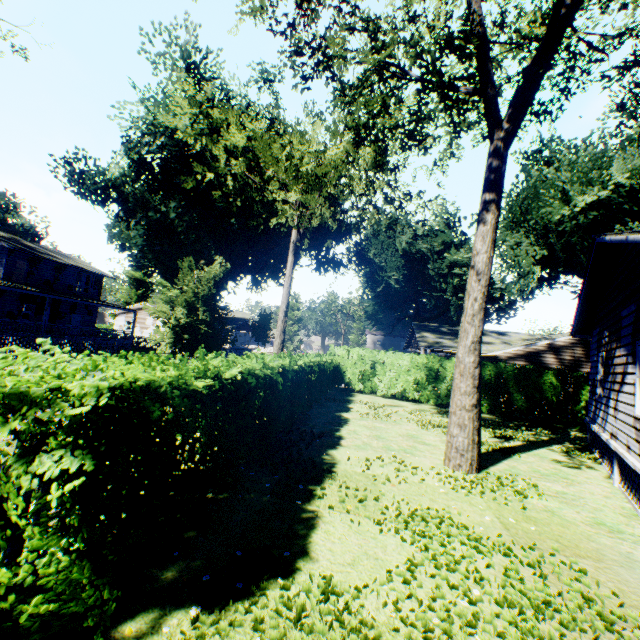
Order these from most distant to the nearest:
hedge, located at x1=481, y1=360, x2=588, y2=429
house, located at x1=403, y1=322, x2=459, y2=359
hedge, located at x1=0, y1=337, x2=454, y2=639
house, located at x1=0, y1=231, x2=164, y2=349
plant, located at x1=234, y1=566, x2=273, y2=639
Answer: house, located at x1=0, y1=231, x2=164, y2=349
house, located at x1=403, y1=322, x2=459, y2=359
hedge, located at x1=481, y1=360, x2=588, y2=429
plant, located at x1=234, y1=566, x2=273, y2=639
hedge, located at x1=0, y1=337, x2=454, y2=639

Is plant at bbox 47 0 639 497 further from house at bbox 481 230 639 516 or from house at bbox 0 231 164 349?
house at bbox 481 230 639 516

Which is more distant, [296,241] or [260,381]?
[296,241]

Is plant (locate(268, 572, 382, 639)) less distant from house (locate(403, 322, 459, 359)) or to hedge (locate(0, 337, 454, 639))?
house (locate(403, 322, 459, 359))

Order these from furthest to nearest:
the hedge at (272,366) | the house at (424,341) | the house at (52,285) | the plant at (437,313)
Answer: the house at (52,285) < the house at (424,341) < the plant at (437,313) < the hedge at (272,366)

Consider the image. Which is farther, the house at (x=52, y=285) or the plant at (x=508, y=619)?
the house at (x=52, y=285)

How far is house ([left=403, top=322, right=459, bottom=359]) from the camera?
22.7 meters

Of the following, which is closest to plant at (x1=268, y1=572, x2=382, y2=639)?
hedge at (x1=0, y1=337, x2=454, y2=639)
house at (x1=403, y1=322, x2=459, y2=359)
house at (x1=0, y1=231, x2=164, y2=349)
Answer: house at (x1=0, y1=231, x2=164, y2=349)
